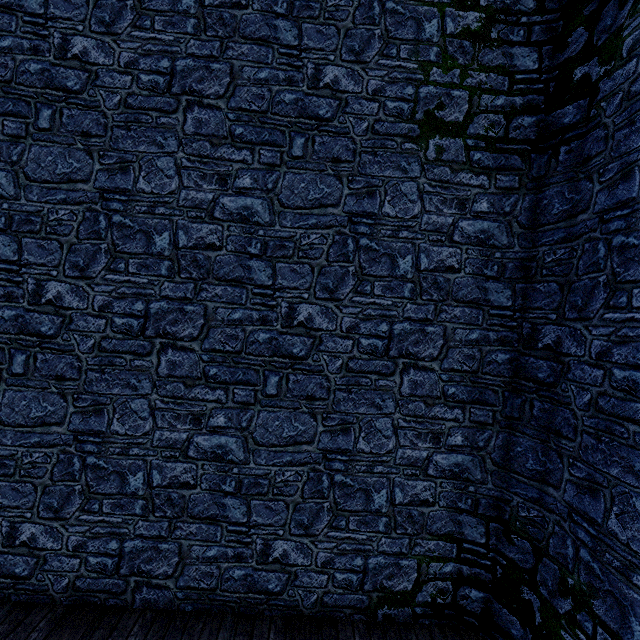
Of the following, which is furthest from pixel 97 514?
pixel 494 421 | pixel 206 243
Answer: pixel 494 421
